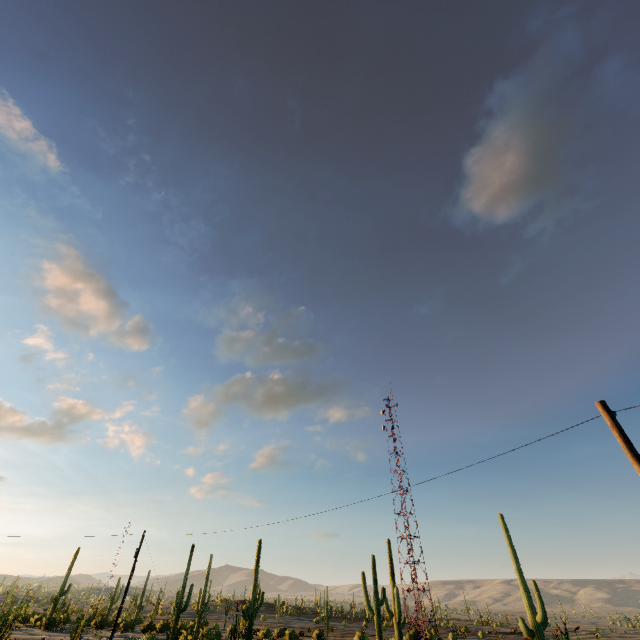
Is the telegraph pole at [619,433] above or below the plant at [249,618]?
above

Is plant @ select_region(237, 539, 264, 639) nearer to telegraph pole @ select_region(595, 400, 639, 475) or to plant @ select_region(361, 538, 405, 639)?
plant @ select_region(361, 538, 405, 639)

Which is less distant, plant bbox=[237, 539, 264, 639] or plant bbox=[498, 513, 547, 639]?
plant bbox=[498, 513, 547, 639]

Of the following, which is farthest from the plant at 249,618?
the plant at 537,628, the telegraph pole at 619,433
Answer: the telegraph pole at 619,433

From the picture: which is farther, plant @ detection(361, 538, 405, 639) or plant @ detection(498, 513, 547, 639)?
plant @ detection(361, 538, 405, 639)

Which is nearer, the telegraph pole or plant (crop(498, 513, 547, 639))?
the telegraph pole

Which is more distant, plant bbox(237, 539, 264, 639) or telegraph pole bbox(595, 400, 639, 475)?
plant bbox(237, 539, 264, 639)

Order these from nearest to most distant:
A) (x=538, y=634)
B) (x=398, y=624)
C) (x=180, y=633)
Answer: (x=538, y=634) < (x=398, y=624) < (x=180, y=633)
